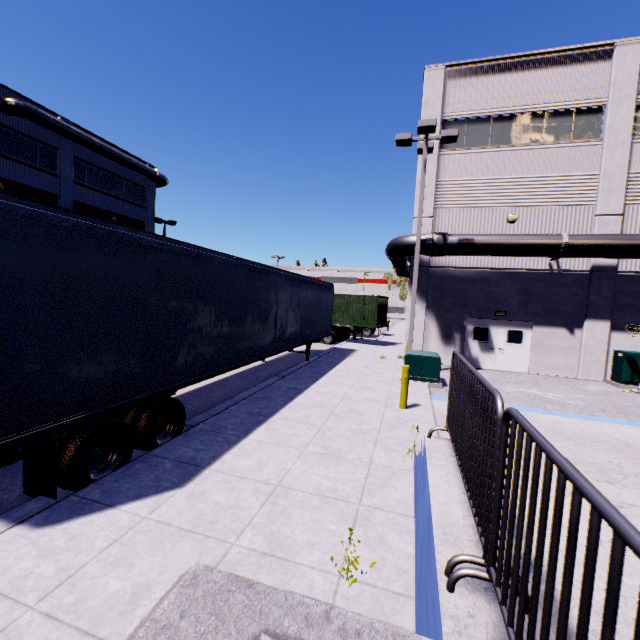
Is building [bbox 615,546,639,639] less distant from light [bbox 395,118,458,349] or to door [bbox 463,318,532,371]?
door [bbox 463,318,532,371]

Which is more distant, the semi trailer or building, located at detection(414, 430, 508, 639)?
the semi trailer

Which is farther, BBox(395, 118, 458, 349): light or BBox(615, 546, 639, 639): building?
BBox(395, 118, 458, 349): light

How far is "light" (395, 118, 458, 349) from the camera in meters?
12.4 m

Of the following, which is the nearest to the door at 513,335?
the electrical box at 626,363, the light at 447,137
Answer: the light at 447,137

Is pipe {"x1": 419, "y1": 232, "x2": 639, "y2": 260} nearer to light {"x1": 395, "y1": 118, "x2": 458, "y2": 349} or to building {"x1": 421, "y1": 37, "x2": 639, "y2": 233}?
building {"x1": 421, "y1": 37, "x2": 639, "y2": 233}

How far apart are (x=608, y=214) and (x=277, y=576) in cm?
1894

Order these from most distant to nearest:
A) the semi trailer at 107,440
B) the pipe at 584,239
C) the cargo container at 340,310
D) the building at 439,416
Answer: the cargo container at 340,310
the pipe at 584,239
the building at 439,416
the semi trailer at 107,440
